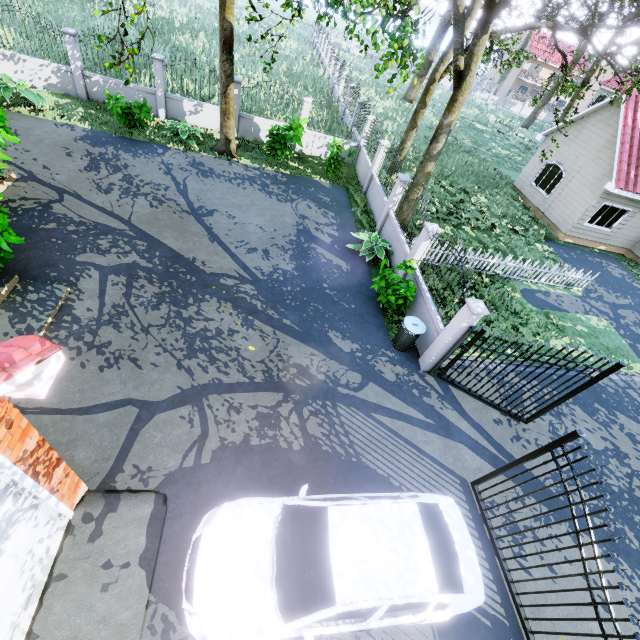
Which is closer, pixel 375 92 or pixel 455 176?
pixel 455 176

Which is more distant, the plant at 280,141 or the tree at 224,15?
the plant at 280,141

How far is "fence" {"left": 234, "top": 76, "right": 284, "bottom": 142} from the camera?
14.78m

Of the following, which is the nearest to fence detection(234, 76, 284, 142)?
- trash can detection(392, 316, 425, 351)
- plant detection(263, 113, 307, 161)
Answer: trash can detection(392, 316, 425, 351)

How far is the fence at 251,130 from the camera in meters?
14.8 m

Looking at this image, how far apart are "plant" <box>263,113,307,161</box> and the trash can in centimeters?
954cm

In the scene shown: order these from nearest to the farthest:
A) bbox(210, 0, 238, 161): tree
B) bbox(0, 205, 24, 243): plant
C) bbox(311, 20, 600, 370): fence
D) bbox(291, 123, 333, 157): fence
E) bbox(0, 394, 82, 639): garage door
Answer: bbox(0, 394, 82, 639): garage door, bbox(0, 205, 24, 243): plant, bbox(311, 20, 600, 370): fence, bbox(210, 0, 238, 161): tree, bbox(291, 123, 333, 157): fence
